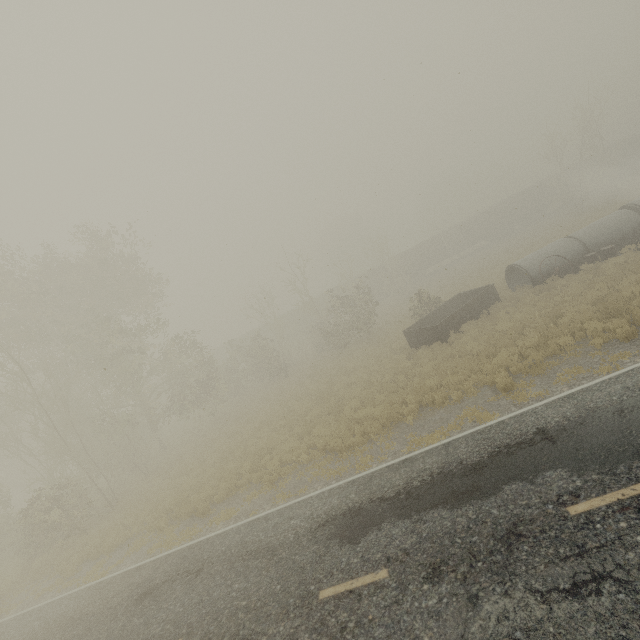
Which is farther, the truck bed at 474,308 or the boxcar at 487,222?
the boxcar at 487,222

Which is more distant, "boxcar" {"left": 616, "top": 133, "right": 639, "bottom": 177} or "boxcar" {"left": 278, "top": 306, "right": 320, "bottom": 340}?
"boxcar" {"left": 278, "top": 306, "right": 320, "bottom": 340}

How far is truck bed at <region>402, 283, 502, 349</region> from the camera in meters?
17.7

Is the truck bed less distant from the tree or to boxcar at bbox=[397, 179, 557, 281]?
the tree

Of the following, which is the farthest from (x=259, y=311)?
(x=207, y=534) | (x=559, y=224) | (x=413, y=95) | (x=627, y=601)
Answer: (x=559, y=224)

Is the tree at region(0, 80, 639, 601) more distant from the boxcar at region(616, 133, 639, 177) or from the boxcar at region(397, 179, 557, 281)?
the boxcar at region(616, 133, 639, 177)

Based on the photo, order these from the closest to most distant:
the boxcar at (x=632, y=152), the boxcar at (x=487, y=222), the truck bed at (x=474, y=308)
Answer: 1. the truck bed at (x=474, y=308)
2. the boxcar at (x=632, y=152)
3. the boxcar at (x=487, y=222)

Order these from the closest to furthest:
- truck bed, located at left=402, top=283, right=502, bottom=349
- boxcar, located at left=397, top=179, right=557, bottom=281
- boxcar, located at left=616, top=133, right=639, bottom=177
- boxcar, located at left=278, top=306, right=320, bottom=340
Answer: Result: truck bed, located at left=402, top=283, right=502, bottom=349, boxcar, located at left=616, top=133, right=639, bottom=177, boxcar, located at left=397, top=179, right=557, bottom=281, boxcar, located at left=278, top=306, right=320, bottom=340
